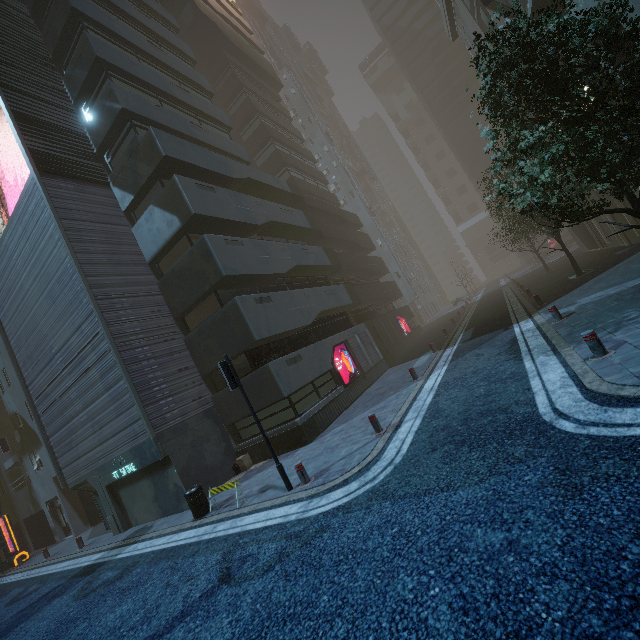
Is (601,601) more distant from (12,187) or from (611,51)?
(12,187)

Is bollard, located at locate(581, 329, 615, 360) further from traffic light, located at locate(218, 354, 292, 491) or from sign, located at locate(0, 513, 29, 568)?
sign, located at locate(0, 513, 29, 568)

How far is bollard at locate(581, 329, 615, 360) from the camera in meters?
6.5 m

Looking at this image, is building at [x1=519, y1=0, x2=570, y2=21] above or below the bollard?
above

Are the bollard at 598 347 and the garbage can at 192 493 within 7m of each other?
no

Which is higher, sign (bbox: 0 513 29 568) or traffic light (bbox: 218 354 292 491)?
traffic light (bbox: 218 354 292 491)

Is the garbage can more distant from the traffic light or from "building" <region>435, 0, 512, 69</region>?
the traffic light

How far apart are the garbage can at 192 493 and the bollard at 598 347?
11.20m
